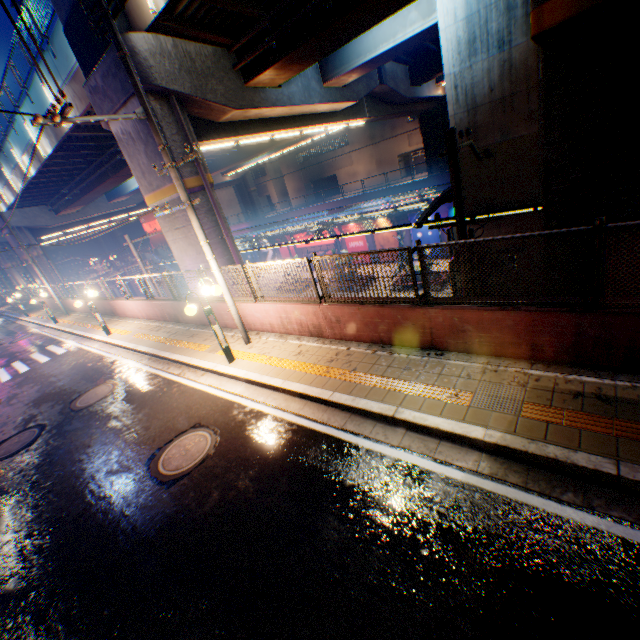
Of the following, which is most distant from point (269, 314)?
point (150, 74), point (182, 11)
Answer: point (182, 11)

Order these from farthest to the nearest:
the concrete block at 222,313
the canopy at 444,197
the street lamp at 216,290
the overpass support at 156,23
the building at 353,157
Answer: the building at 353,157 → the canopy at 444,197 → the concrete block at 222,313 → the overpass support at 156,23 → the street lamp at 216,290

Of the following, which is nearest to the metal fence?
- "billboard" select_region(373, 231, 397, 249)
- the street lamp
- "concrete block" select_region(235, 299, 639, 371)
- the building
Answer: "concrete block" select_region(235, 299, 639, 371)

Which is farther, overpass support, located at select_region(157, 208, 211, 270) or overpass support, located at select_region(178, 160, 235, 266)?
overpass support, located at select_region(157, 208, 211, 270)

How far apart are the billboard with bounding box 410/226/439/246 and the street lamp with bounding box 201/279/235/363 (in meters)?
24.44

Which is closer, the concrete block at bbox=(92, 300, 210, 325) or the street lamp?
the street lamp

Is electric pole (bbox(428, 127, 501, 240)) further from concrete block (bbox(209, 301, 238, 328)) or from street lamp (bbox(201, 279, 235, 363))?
street lamp (bbox(201, 279, 235, 363))

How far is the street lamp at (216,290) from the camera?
8.08m
